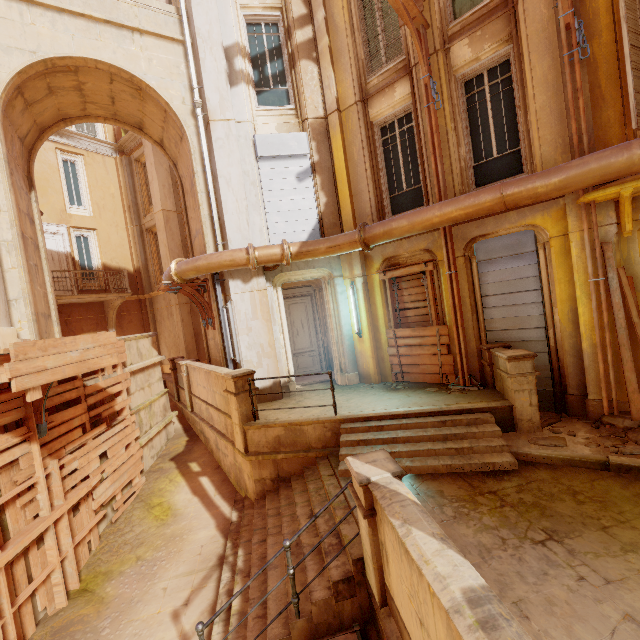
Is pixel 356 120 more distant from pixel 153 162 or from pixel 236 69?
pixel 153 162

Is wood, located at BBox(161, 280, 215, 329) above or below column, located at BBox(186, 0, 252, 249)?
below

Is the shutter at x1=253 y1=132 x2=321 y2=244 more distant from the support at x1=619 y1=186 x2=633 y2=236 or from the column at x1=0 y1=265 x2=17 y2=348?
the support at x1=619 y1=186 x2=633 y2=236

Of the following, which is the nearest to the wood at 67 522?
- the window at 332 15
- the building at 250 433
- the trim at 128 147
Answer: the building at 250 433

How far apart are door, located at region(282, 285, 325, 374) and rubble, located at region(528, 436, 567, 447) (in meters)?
7.25

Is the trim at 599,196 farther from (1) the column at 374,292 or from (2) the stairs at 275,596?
→ (2) the stairs at 275,596

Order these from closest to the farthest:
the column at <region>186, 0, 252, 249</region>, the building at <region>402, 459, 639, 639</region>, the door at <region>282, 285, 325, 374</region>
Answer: the building at <region>402, 459, 639, 639</region>
the column at <region>186, 0, 252, 249</region>
the door at <region>282, 285, 325, 374</region>

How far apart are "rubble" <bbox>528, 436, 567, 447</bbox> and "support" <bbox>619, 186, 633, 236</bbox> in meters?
3.8 m
